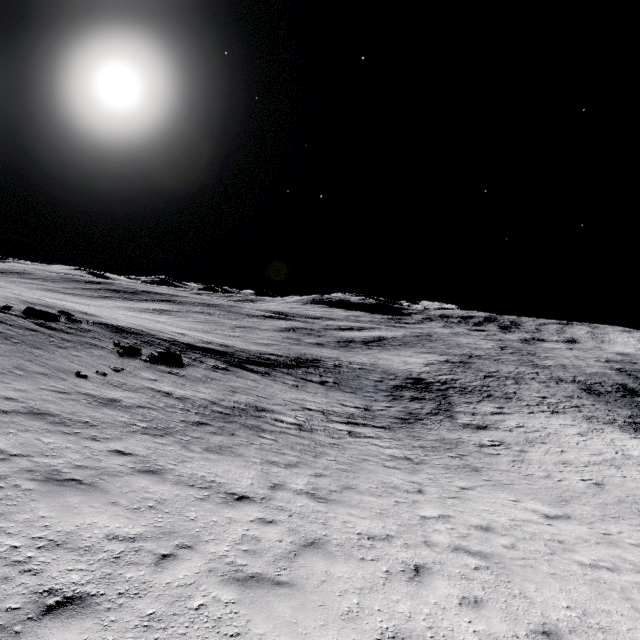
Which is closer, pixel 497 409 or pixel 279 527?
pixel 279 527
